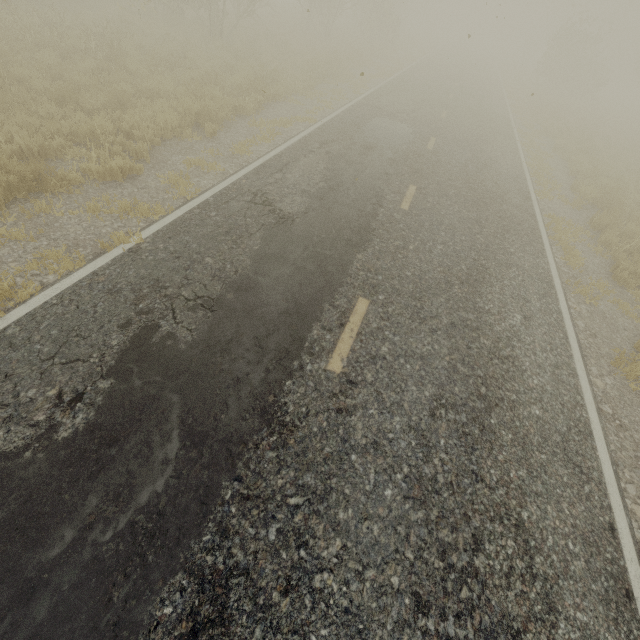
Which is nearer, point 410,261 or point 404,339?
point 404,339
